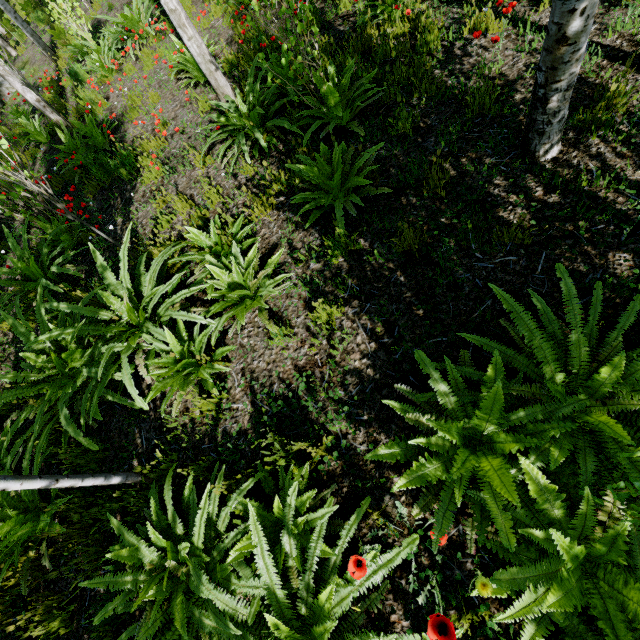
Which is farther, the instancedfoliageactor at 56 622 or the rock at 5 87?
the rock at 5 87

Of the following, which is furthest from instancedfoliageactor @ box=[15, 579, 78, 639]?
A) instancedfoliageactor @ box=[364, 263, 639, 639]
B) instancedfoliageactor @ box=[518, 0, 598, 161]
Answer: instancedfoliageactor @ box=[518, 0, 598, 161]

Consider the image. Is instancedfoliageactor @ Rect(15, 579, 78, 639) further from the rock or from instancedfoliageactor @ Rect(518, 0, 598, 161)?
the rock

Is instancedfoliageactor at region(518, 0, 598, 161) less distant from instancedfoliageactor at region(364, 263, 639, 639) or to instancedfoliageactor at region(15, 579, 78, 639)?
instancedfoliageactor at region(364, 263, 639, 639)

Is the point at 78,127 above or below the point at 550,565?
above

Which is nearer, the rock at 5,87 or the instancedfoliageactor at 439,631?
the instancedfoliageactor at 439,631

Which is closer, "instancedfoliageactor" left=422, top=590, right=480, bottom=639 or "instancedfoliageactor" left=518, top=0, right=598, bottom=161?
"instancedfoliageactor" left=422, top=590, right=480, bottom=639

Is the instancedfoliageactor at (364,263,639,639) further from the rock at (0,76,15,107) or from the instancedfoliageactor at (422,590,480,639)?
the rock at (0,76,15,107)
